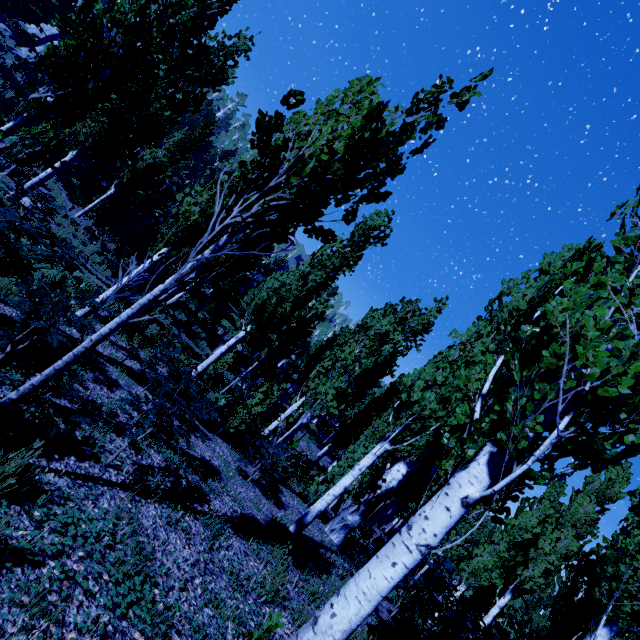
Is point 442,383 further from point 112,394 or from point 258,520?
point 112,394

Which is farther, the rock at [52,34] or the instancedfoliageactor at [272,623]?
the rock at [52,34]

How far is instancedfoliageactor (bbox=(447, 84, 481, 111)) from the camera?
2.93m

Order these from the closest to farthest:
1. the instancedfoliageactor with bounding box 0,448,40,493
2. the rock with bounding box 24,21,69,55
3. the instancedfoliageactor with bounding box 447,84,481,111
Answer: the instancedfoliageactor with bounding box 0,448,40,493 → the instancedfoliageactor with bounding box 447,84,481,111 → the rock with bounding box 24,21,69,55

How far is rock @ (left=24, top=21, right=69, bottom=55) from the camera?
29.5 meters

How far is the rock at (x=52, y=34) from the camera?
29.5m

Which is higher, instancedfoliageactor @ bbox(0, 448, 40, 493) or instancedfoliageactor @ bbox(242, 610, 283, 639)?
instancedfoliageactor @ bbox(242, 610, 283, 639)
